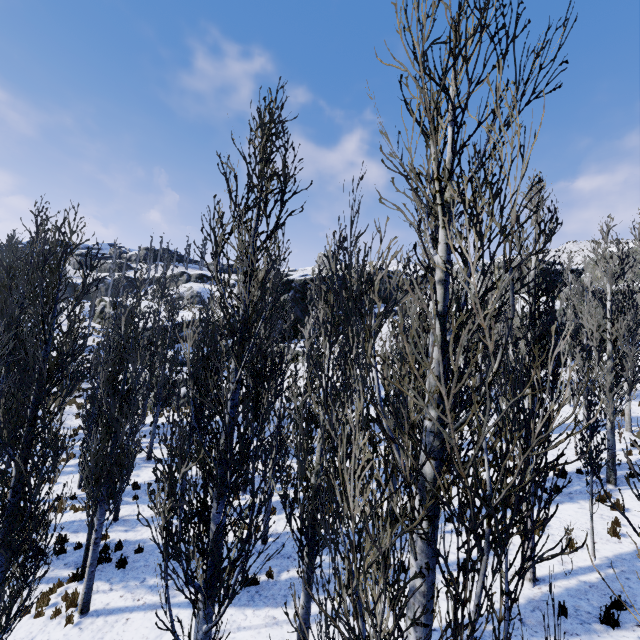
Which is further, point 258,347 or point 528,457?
point 258,347

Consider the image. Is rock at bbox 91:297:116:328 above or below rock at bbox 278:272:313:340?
below

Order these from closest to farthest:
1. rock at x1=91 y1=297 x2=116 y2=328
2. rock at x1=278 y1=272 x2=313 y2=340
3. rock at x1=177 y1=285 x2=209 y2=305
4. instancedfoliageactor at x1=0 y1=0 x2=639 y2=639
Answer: instancedfoliageactor at x1=0 y1=0 x2=639 y2=639 → rock at x1=278 y1=272 x2=313 y2=340 → rock at x1=91 y1=297 x2=116 y2=328 → rock at x1=177 y1=285 x2=209 y2=305

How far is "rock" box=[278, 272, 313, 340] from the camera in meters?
38.8

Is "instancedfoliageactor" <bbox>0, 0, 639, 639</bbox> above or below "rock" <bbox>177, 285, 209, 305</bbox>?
below

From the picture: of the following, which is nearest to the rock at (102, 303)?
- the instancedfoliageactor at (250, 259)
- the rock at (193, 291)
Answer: the instancedfoliageactor at (250, 259)

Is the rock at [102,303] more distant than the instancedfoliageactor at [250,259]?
Yes

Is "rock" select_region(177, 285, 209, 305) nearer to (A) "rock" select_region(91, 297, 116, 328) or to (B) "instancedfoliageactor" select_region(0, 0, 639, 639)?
(A) "rock" select_region(91, 297, 116, 328)
